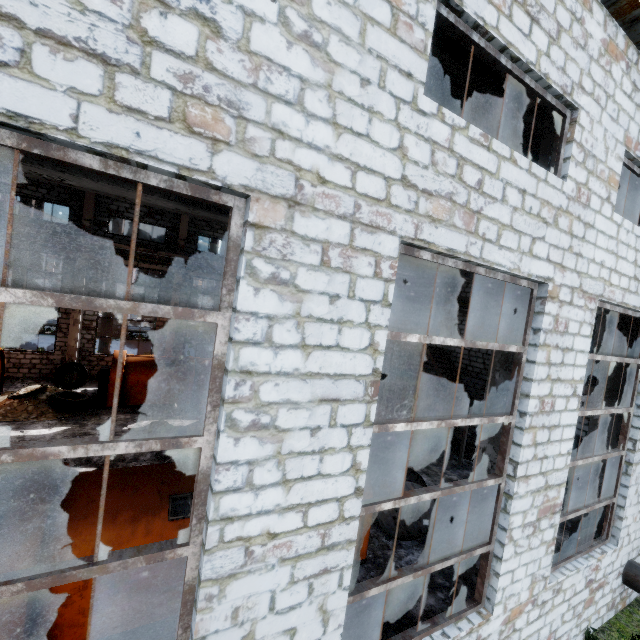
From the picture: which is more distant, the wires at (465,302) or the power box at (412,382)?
the power box at (412,382)

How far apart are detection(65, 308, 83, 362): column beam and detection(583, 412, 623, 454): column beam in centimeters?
2062cm

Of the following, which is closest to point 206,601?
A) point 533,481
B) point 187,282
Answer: point 533,481

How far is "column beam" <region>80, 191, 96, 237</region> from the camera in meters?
16.2 m

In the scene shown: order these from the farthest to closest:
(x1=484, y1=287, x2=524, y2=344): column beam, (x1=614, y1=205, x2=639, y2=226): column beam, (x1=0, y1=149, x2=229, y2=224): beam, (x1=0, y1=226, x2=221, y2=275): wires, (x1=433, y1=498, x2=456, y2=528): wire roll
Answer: (x1=0, y1=226, x2=221, y2=275): wires
(x1=614, y1=205, x2=639, y2=226): column beam
(x1=433, y1=498, x2=456, y2=528): wire roll
(x1=484, y1=287, x2=524, y2=344): column beam
(x1=0, y1=149, x2=229, y2=224): beam

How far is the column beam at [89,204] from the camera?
16.2m

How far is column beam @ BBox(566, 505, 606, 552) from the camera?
7.8 meters

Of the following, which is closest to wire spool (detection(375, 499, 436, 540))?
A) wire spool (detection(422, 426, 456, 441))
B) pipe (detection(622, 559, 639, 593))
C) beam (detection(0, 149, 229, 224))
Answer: pipe (detection(622, 559, 639, 593))
